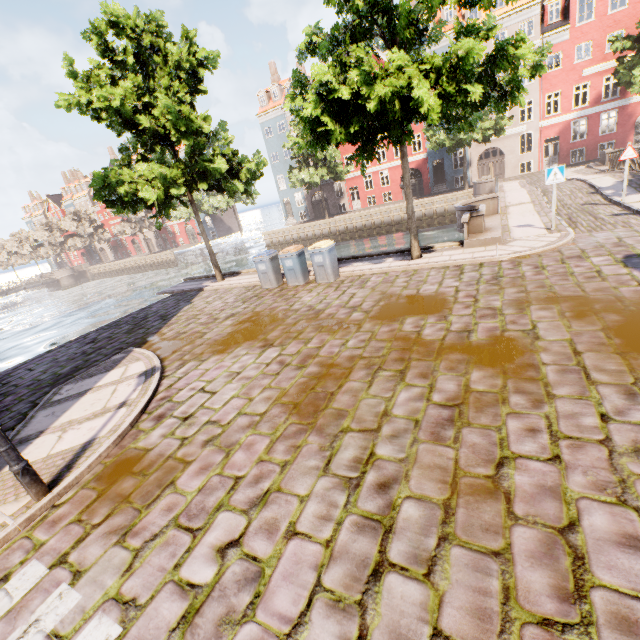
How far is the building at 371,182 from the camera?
36.80m

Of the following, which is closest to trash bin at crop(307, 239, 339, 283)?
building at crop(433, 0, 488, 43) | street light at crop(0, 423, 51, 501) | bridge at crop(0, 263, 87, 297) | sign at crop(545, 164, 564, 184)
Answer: sign at crop(545, 164, 564, 184)

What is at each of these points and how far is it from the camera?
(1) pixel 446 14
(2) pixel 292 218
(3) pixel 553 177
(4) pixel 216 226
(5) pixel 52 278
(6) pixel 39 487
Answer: (1) building, 29.7 meters
(2) building, 45.2 meters
(3) sign, 10.0 meters
(4) building, 52.9 meters
(5) bridge, 56.0 meters
(6) street light, 4.3 meters

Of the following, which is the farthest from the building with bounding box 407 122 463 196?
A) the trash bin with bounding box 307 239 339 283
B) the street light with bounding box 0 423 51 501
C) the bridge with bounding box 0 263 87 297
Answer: the bridge with bounding box 0 263 87 297

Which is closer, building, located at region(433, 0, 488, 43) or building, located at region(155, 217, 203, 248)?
building, located at region(433, 0, 488, 43)

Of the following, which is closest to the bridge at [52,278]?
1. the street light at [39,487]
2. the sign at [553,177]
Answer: the street light at [39,487]
